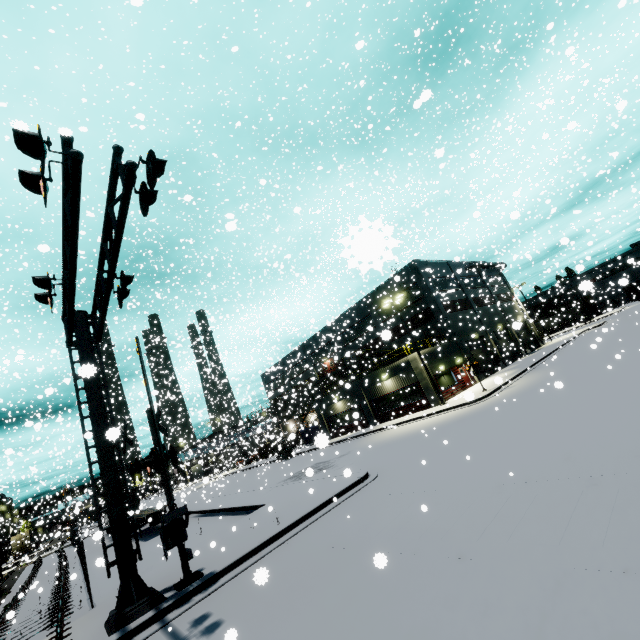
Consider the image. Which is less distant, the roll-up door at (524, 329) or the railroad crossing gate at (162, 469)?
the roll-up door at (524, 329)

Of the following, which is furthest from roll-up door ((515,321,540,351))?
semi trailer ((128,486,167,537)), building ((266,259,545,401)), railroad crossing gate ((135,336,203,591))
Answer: railroad crossing gate ((135,336,203,591))

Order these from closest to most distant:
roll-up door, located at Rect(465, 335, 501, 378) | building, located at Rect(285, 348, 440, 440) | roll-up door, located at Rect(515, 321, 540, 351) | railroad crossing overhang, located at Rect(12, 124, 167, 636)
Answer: railroad crossing overhang, located at Rect(12, 124, 167, 636) → roll-up door, located at Rect(515, 321, 540, 351) → building, located at Rect(285, 348, 440, 440) → roll-up door, located at Rect(465, 335, 501, 378)

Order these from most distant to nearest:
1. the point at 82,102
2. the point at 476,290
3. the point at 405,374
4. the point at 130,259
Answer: the point at 476,290 → the point at 130,259 → the point at 82,102 → the point at 405,374

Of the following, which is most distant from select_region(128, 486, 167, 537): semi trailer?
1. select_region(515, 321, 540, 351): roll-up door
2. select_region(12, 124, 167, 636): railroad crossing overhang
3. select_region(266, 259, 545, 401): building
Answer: select_region(12, 124, 167, 636): railroad crossing overhang

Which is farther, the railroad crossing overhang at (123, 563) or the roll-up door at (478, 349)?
the roll-up door at (478, 349)

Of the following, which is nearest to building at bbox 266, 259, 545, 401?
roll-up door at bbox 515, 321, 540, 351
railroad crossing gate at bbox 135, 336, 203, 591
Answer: roll-up door at bbox 515, 321, 540, 351
